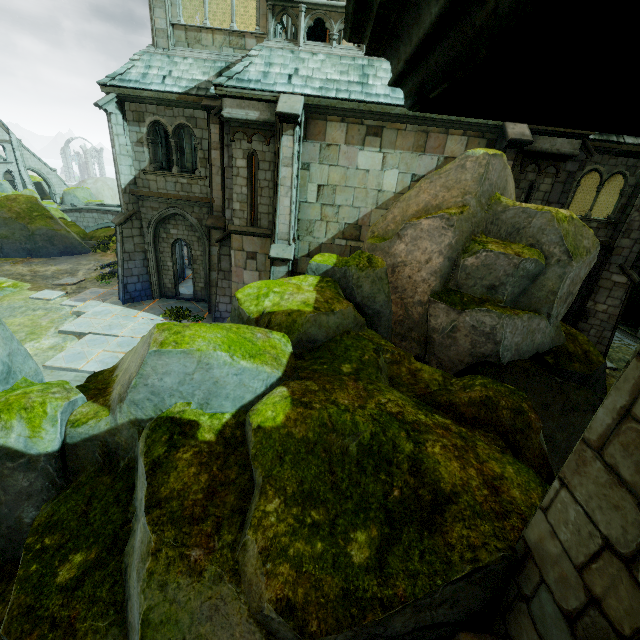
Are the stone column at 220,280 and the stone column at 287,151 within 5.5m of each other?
yes

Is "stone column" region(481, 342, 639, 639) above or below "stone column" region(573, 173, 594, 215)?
below

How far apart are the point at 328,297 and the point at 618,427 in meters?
5.5

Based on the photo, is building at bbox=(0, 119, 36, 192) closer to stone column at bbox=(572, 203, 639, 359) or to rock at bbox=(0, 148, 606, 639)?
rock at bbox=(0, 148, 606, 639)

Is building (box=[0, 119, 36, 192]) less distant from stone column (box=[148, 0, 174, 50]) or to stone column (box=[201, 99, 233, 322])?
stone column (box=[148, 0, 174, 50])

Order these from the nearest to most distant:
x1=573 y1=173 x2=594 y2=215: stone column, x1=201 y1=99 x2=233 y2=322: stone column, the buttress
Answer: x1=201 y1=99 x2=233 y2=322: stone column
x1=573 y1=173 x2=594 y2=215: stone column
the buttress

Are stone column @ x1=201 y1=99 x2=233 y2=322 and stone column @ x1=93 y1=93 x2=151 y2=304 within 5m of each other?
yes

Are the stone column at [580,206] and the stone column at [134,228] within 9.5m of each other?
no
